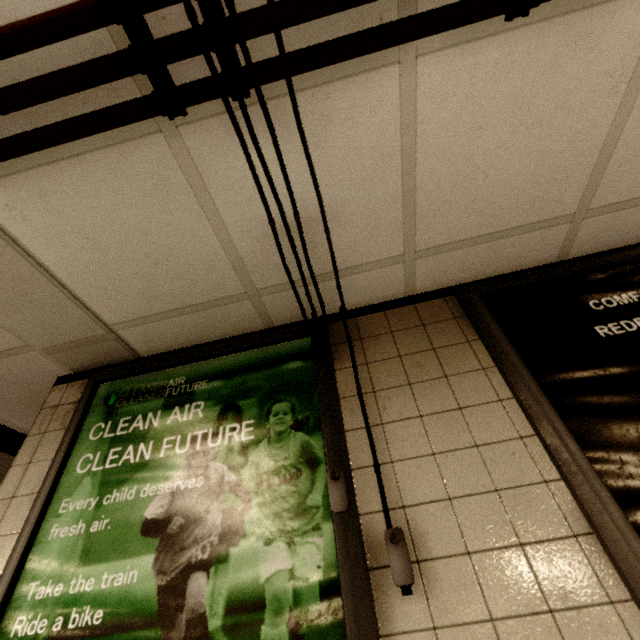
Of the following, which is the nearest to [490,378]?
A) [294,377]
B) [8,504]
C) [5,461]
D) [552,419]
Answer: [552,419]

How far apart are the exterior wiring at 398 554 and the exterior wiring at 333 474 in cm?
14

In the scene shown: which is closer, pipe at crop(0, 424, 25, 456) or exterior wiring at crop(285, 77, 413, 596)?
exterior wiring at crop(285, 77, 413, 596)

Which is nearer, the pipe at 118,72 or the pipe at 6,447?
the pipe at 118,72

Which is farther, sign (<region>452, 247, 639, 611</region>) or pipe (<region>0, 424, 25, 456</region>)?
pipe (<region>0, 424, 25, 456</region>)

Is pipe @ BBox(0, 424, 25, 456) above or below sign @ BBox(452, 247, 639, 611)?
above

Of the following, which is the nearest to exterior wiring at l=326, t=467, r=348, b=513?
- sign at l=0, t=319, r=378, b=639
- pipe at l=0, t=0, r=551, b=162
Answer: sign at l=0, t=319, r=378, b=639

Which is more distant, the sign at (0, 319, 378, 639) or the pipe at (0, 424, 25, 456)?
the pipe at (0, 424, 25, 456)
